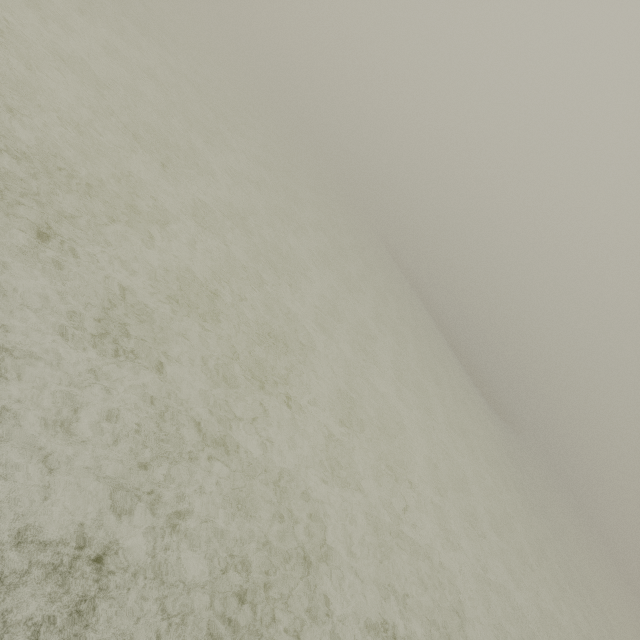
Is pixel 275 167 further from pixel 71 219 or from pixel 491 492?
pixel 491 492
